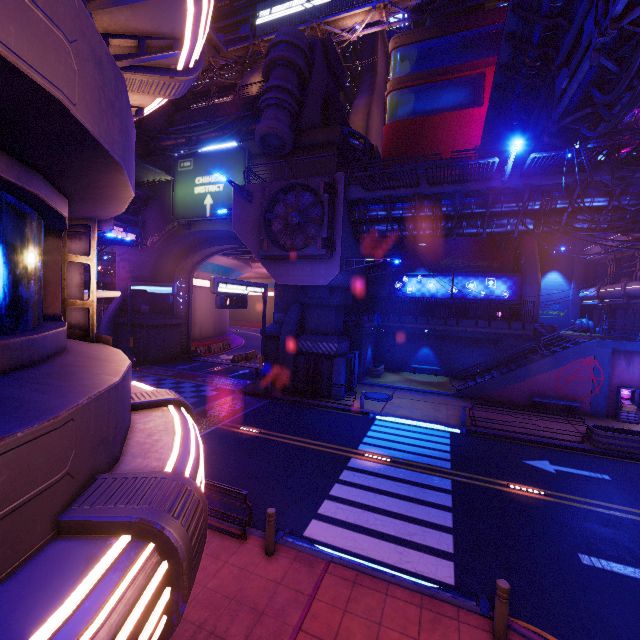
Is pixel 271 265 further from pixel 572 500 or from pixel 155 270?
pixel 572 500

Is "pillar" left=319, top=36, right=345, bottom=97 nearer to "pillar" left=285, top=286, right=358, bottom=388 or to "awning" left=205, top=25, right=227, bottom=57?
"pillar" left=285, top=286, right=358, bottom=388

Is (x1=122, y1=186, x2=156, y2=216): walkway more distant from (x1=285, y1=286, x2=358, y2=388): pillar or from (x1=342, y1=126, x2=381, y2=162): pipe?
(x1=285, y1=286, x2=358, y2=388): pillar

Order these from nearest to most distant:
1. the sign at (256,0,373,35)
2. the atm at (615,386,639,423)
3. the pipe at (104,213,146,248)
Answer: the atm at (615,386,639,423), the pipe at (104,213,146,248), the sign at (256,0,373,35)

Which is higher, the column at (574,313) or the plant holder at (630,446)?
the column at (574,313)

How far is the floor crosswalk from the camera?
6.6m

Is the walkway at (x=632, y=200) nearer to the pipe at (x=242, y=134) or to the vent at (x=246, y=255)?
the pipe at (x=242, y=134)

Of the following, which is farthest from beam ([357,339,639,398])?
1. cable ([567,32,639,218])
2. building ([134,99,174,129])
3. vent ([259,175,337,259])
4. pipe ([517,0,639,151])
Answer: building ([134,99,174,129])
